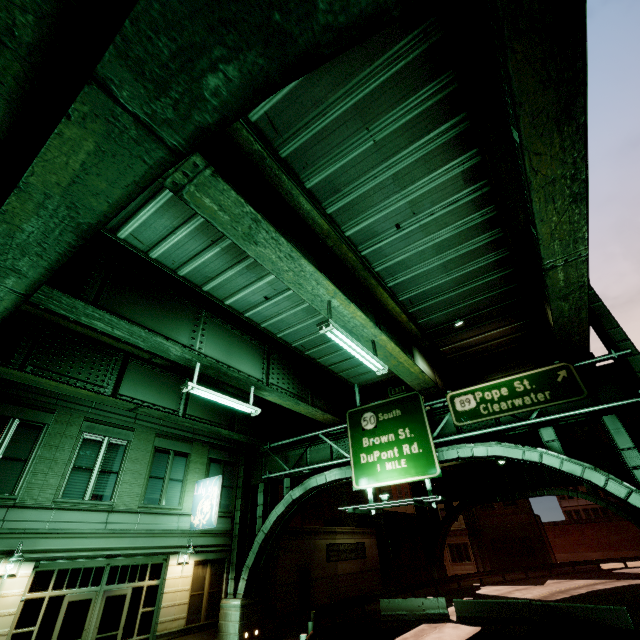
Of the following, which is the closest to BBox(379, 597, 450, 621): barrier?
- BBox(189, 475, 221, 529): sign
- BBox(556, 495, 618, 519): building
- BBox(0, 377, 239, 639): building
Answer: BBox(0, 377, 239, 639): building

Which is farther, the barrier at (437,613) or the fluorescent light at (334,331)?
the barrier at (437,613)

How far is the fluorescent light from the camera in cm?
811

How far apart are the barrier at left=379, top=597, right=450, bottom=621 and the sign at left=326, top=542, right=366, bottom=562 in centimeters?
489cm

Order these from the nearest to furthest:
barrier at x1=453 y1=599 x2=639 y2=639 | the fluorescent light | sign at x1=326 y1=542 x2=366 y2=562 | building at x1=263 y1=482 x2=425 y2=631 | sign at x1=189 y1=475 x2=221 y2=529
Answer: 1. the fluorescent light
2. barrier at x1=453 y1=599 x2=639 y2=639
3. sign at x1=189 y1=475 x2=221 y2=529
4. building at x1=263 y1=482 x2=425 y2=631
5. sign at x1=326 y1=542 x2=366 y2=562

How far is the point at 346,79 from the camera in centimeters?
682cm

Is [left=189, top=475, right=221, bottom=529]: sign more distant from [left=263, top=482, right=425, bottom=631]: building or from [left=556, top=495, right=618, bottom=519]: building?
[left=556, top=495, right=618, bottom=519]: building

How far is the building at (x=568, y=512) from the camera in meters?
55.2 m
